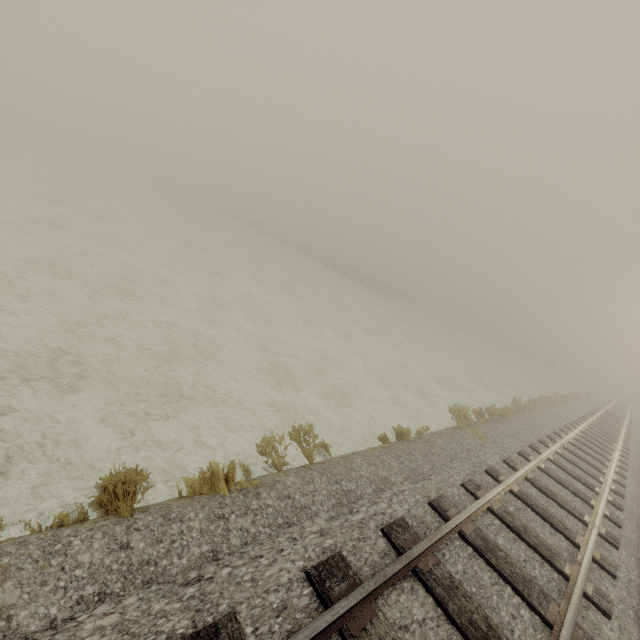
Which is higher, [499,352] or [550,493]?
[550,493]
